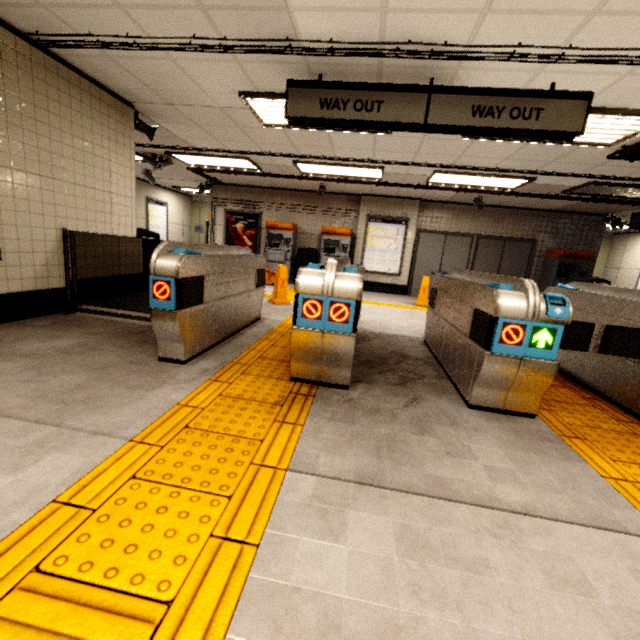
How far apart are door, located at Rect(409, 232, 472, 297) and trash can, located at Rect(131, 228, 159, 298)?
7.41m

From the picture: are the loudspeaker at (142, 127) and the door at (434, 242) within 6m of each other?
no

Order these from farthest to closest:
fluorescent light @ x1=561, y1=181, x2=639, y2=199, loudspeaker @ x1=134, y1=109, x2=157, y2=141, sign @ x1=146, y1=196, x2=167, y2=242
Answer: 1. sign @ x1=146, y1=196, x2=167, y2=242
2. fluorescent light @ x1=561, y1=181, x2=639, y2=199
3. loudspeaker @ x1=134, y1=109, x2=157, y2=141

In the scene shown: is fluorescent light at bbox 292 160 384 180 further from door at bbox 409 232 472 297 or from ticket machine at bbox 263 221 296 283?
door at bbox 409 232 472 297

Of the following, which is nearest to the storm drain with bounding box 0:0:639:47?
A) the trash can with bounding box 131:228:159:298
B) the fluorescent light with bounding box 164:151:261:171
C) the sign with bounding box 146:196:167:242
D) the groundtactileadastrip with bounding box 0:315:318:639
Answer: the fluorescent light with bounding box 164:151:261:171

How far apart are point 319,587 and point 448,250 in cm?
1026

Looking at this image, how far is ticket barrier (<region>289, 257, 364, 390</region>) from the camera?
2.49m

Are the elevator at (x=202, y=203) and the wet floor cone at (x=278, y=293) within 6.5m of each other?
no
